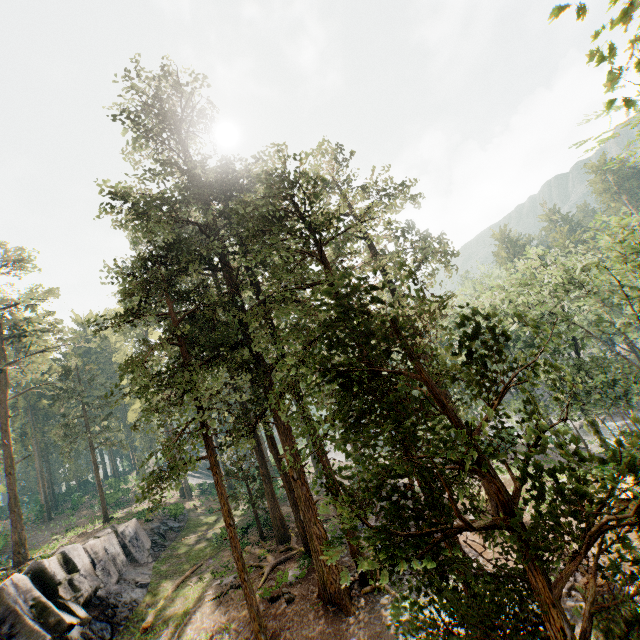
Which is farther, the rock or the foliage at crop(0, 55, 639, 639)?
the rock

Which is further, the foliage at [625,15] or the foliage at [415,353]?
the foliage at [415,353]

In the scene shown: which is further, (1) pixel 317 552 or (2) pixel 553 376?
(2) pixel 553 376

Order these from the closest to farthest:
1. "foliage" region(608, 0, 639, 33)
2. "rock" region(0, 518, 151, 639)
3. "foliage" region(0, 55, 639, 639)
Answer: "foliage" region(608, 0, 639, 33), "foliage" region(0, 55, 639, 639), "rock" region(0, 518, 151, 639)

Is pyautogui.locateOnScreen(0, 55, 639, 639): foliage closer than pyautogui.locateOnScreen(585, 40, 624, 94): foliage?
No

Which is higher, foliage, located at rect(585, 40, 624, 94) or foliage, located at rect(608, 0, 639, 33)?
foliage, located at rect(608, 0, 639, 33)

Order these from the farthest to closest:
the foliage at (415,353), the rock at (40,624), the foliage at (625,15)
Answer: the rock at (40,624), the foliage at (415,353), the foliage at (625,15)

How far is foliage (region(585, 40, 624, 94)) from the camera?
1.14m
